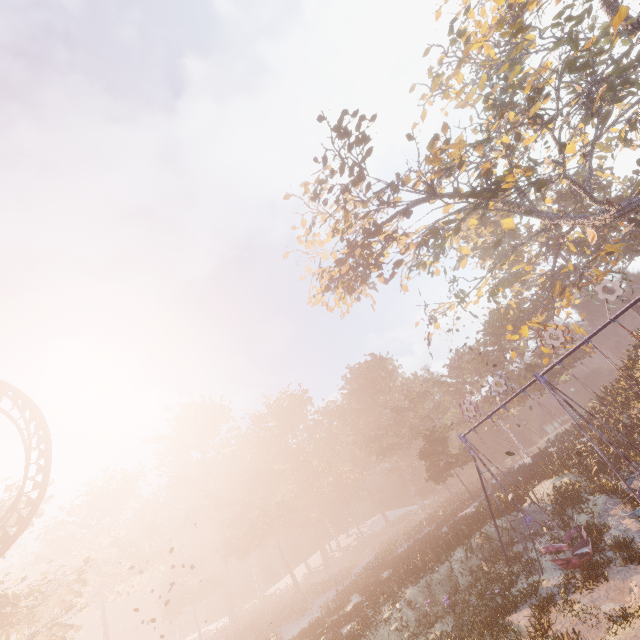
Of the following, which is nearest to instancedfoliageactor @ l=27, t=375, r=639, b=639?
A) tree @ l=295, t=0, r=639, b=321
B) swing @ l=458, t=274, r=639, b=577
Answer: swing @ l=458, t=274, r=639, b=577

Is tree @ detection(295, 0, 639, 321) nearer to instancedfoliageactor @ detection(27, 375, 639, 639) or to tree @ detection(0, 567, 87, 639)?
instancedfoliageactor @ detection(27, 375, 639, 639)

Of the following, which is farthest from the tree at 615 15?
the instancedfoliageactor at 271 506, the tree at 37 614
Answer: the tree at 37 614

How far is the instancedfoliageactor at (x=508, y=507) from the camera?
21.4m

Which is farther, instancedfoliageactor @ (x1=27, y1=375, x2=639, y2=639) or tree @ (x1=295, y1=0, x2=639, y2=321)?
tree @ (x1=295, y1=0, x2=639, y2=321)

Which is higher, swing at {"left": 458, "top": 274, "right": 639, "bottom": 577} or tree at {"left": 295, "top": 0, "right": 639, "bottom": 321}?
tree at {"left": 295, "top": 0, "right": 639, "bottom": 321}

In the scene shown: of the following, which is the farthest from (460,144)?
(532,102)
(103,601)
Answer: (103,601)

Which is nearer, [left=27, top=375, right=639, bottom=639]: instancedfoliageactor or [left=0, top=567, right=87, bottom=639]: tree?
[left=27, top=375, right=639, bottom=639]: instancedfoliageactor
